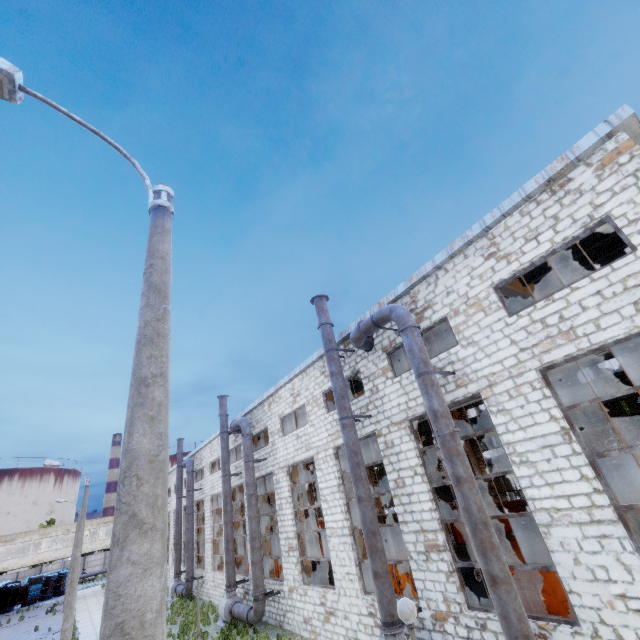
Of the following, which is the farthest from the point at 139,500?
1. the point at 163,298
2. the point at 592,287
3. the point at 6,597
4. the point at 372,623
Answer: the point at 6,597

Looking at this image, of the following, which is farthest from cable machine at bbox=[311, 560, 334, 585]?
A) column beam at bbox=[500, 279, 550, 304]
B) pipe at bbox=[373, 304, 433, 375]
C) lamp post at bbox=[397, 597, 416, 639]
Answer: column beam at bbox=[500, 279, 550, 304]

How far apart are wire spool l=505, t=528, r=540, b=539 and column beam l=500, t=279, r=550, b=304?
10.46m

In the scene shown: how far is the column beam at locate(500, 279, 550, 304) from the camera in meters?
12.1 m

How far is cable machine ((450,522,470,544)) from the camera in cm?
2234

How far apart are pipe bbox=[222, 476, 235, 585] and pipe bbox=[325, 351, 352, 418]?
12.7 meters

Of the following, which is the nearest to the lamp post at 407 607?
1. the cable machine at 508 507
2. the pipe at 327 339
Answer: the pipe at 327 339

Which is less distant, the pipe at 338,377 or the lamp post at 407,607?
the lamp post at 407,607
